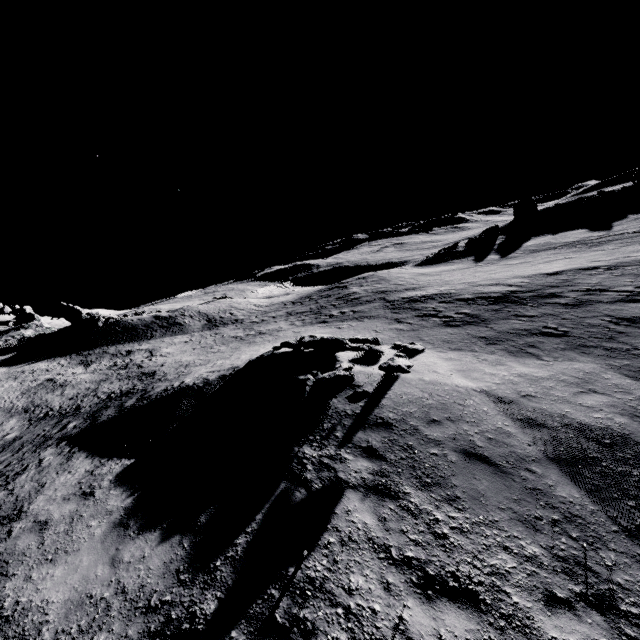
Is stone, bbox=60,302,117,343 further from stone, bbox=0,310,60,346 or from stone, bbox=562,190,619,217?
stone, bbox=562,190,619,217

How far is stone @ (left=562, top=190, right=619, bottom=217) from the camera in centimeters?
4228cm

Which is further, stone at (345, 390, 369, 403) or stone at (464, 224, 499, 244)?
stone at (464, 224, 499, 244)

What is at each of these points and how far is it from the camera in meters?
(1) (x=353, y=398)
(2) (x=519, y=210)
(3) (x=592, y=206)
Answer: (1) stone, 8.7
(2) stone, 52.9
(3) stone, 42.7

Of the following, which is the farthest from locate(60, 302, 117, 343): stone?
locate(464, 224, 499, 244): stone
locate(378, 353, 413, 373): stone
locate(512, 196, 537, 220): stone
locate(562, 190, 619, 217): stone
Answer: locate(562, 190, 619, 217): stone

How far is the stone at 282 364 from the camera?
9.4 meters

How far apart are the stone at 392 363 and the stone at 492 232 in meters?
40.5 m

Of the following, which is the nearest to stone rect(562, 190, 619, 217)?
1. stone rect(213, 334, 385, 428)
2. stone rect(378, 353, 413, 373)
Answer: stone rect(213, 334, 385, 428)
